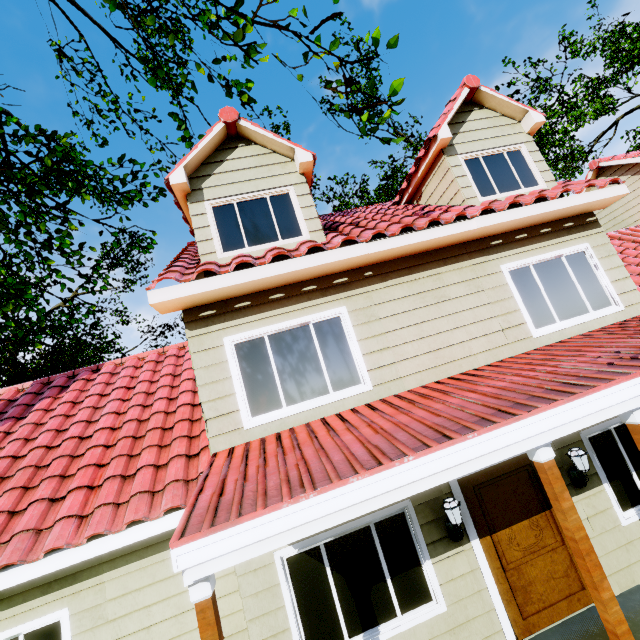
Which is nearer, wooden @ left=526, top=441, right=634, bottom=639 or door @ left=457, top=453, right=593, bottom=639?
wooden @ left=526, top=441, right=634, bottom=639

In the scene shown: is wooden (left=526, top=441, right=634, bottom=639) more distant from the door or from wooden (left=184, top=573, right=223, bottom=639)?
wooden (left=184, top=573, right=223, bottom=639)

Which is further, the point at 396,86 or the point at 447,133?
the point at 447,133

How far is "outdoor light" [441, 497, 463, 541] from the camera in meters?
4.3 m

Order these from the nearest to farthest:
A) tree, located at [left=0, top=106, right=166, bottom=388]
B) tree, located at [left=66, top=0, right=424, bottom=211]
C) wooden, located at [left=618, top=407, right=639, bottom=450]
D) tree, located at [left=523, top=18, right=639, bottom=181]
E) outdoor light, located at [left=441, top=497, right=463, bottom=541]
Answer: wooden, located at [left=618, top=407, right=639, bottom=450], outdoor light, located at [left=441, top=497, right=463, bottom=541], tree, located at [left=66, top=0, right=424, bottom=211], tree, located at [left=0, top=106, right=166, bottom=388], tree, located at [left=523, top=18, right=639, bottom=181]

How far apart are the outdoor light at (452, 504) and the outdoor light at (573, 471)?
1.90m

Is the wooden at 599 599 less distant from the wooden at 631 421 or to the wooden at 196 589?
the wooden at 631 421

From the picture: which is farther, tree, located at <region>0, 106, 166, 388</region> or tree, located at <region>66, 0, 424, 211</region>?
tree, located at <region>0, 106, 166, 388</region>
